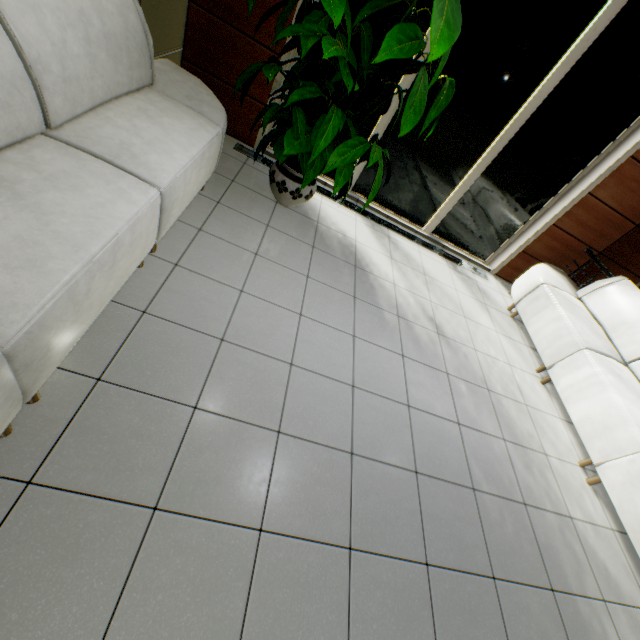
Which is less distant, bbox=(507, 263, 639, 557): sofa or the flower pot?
bbox=(507, 263, 639, 557): sofa

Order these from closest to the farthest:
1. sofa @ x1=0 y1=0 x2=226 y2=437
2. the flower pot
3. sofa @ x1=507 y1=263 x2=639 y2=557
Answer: sofa @ x1=0 y1=0 x2=226 y2=437 → sofa @ x1=507 y1=263 x2=639 y2=557 → the flower pot

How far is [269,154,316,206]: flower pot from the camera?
3.22m

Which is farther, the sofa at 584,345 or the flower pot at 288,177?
the flower pot at 288,177

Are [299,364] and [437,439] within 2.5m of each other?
yes

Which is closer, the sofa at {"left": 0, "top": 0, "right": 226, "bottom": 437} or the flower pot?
the sofa at {"left": 0, "top": 0, "right": 226, "bottom": 437}

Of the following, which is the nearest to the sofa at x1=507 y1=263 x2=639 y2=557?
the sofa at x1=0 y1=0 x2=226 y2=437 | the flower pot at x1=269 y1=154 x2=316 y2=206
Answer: the flower pot at x1=269 y1=154 x2=316 y2=206

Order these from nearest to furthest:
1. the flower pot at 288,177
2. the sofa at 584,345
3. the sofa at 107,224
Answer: the sofa at 107,224 → the sofa at 584,345 → the flower pot at 288,177
